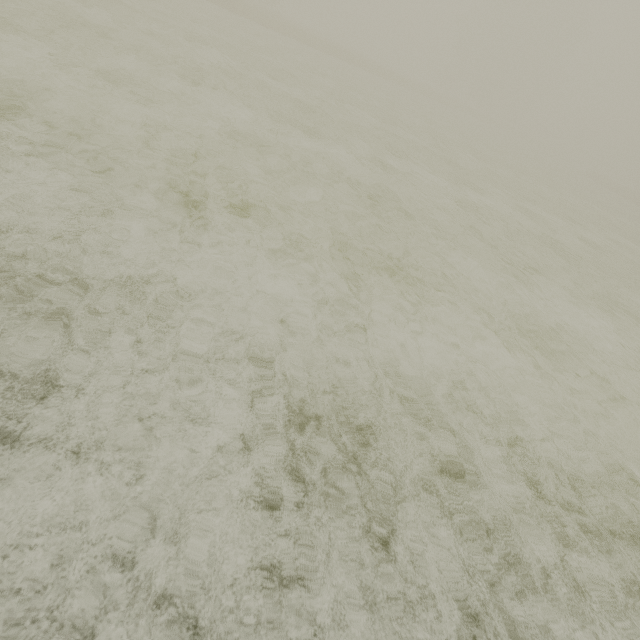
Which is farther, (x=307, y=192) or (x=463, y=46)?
(x=463, y=46)
